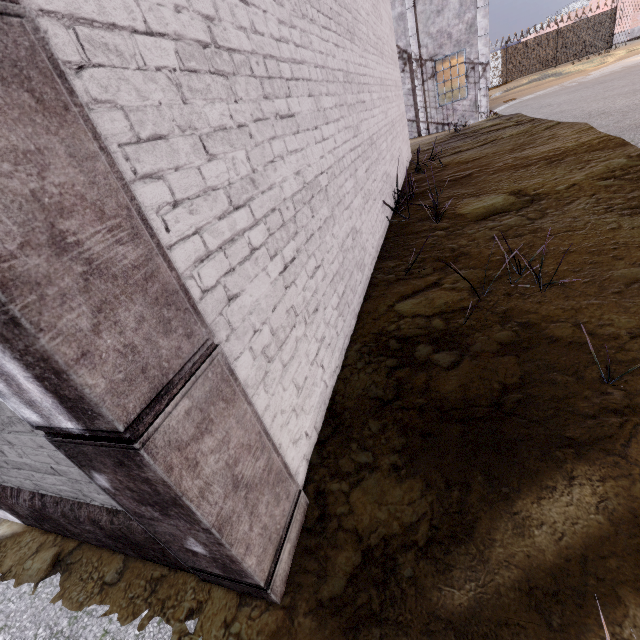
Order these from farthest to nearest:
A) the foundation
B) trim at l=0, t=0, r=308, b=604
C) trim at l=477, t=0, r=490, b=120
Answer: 1. trim at l=477, t=0, r=490, b=120
2. the foundation
3. trim at l=0, t=0, r=308, b=604

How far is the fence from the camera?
27.50m

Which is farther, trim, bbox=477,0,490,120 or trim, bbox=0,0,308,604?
trim, bbox=477,0,490,120

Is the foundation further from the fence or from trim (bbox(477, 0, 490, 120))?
trim (bbox(477, 0, 490, 120))

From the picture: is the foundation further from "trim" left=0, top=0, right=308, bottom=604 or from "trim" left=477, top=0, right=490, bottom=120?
"trim" left=477, top=0, right=490, bottom=120

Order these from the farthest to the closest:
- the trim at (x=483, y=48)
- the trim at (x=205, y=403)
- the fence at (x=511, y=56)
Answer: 1. the fence at (x=511, y=56)
2. the trim at (x=483, y=48)
3. the trim at (x=205, y=403)

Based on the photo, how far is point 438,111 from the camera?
16.5 meters

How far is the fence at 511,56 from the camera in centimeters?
2750cm
